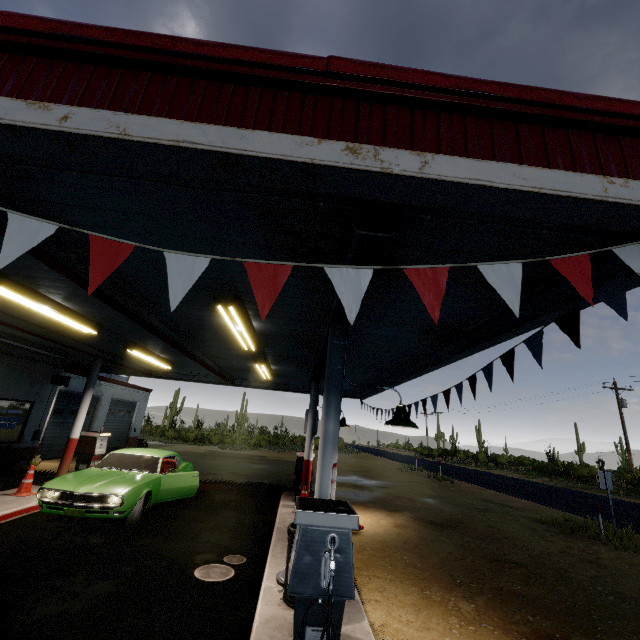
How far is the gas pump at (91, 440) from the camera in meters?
10.4

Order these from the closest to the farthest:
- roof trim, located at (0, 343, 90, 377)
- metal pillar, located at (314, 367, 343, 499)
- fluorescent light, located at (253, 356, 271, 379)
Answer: metal pillar, located at (314, 367, 343, 499) < fluorescent light, located at (253, 356, 271, 379) < roof trim, located at (0, 343, 90, 377)

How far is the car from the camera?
6.8 meters

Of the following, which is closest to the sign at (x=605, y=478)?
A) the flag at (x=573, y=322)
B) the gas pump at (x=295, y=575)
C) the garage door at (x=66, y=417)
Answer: the flag at (x=573, y=322)

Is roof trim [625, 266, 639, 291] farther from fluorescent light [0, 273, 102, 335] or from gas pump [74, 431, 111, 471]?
gas pump [74, 431, 111, 471]

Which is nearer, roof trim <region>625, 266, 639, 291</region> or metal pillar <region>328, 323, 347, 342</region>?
roof trim <region>625, 266, 639, 291</region>

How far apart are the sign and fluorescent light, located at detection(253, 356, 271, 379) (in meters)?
10.68

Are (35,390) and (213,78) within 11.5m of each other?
no
